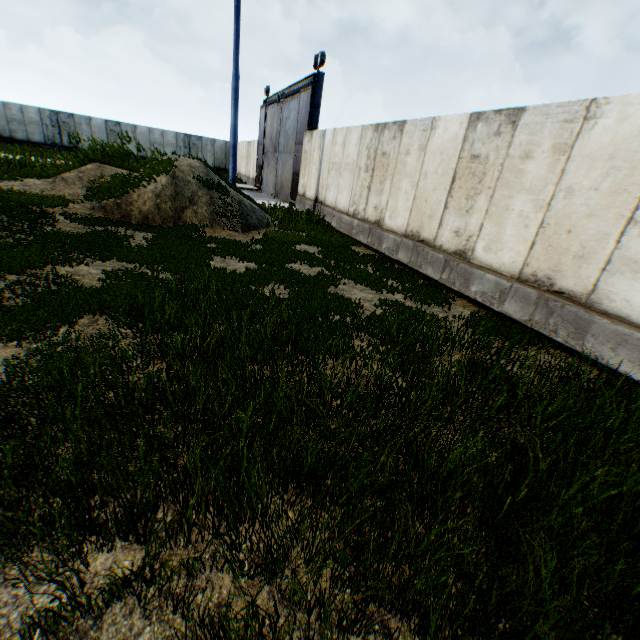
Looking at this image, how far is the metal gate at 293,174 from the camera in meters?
15.5

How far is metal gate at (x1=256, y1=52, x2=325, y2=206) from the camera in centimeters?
1554cm

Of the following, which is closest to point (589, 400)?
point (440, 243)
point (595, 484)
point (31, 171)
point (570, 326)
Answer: point (570, 326)
